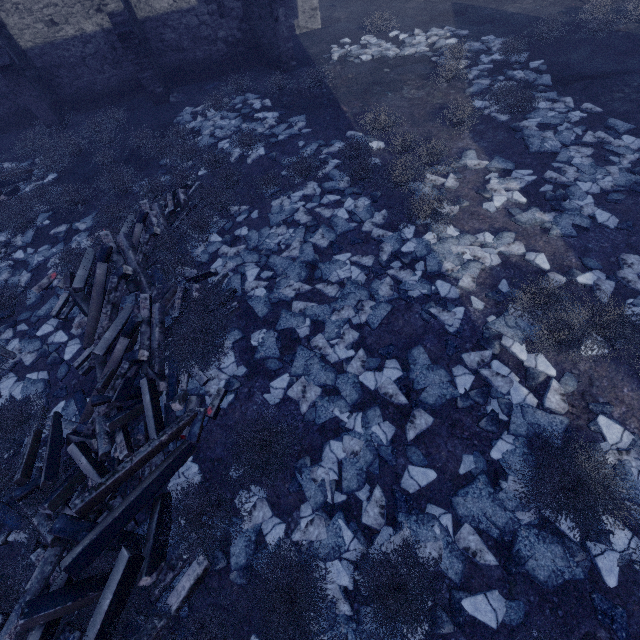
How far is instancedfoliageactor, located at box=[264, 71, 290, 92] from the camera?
11.4m

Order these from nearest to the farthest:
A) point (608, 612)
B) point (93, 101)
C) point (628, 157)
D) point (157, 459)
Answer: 1. point (608, 612)
2. point (157, 459)
3. point (628, 157)
4. point (93, 101)

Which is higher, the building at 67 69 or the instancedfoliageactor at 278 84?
the building at 67 69

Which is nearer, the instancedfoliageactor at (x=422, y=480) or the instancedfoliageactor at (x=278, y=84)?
the instancedfoliageactor at (x=422, y=480)

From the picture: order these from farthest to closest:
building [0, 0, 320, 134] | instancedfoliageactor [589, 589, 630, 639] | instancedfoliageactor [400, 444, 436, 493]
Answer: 1. building [0, 0, 320, 134]
2. instancedfoliageactor [400, 444, 436, 493]
3. instancedfoliageactor [589, 589, 630, 639]

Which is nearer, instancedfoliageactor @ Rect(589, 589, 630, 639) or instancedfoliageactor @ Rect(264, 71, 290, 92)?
instancedfoliageactor @ Rect(589, 589, 630, 639)

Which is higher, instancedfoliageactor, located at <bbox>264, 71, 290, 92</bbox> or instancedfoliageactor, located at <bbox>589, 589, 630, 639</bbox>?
instancedfoliageactor, located at <bbox>264, 71, 290, 92</bbox>
